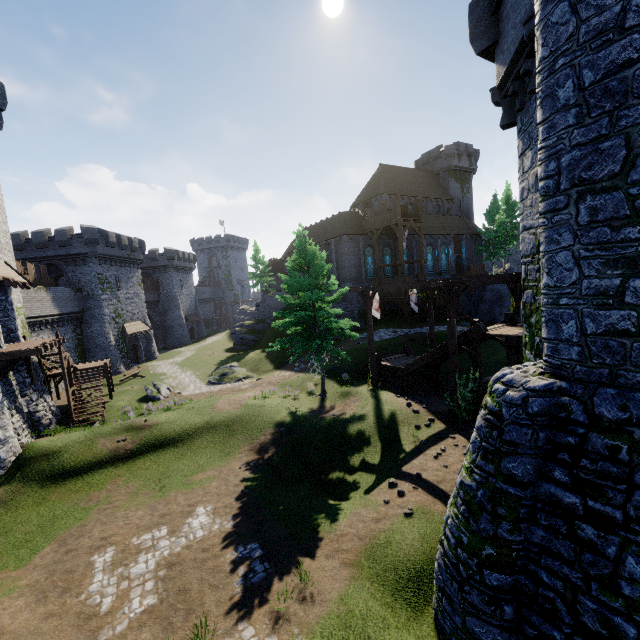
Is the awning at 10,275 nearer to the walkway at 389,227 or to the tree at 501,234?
the walkway at 389,227

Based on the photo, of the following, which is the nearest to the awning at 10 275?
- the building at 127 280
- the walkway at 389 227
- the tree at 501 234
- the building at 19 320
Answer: the building at 19 320

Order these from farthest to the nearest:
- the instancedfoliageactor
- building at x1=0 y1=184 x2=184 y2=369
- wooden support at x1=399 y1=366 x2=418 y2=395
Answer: building at x1=0 y1=184 x2=184 y2=369 < wooden support at x1=399 y1=366 x2=418 y2=395 < the instancedfoliageactor

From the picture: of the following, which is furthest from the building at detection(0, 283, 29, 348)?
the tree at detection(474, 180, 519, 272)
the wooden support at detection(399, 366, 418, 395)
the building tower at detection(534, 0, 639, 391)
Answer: the tree at detection(474, 180, 519, 272)

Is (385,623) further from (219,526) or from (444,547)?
(219,526)

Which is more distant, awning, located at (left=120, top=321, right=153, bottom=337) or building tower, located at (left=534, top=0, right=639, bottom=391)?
awning, located at (left=120, top=321, right=153, bottom=337)

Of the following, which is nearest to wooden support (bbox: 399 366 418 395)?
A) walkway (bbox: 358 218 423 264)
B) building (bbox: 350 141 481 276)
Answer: walkway (bbox: 358 218 423 264)

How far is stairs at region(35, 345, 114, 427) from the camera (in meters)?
21.70
